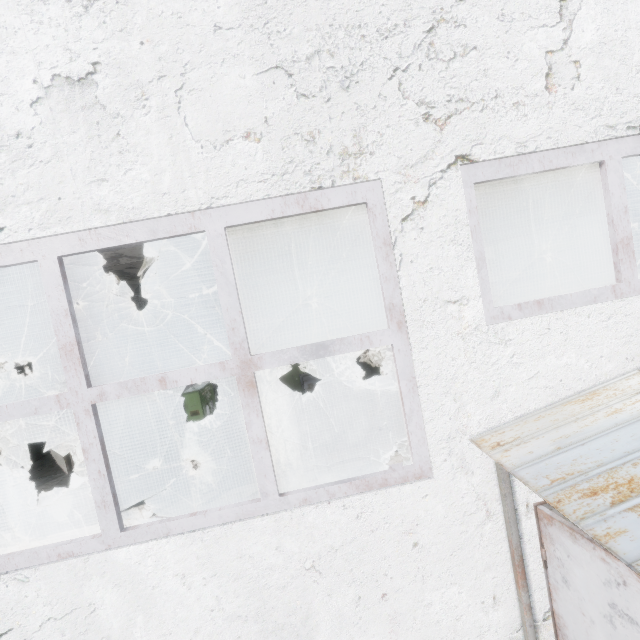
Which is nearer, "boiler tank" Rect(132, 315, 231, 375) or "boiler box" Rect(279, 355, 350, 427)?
"boiler tank" Rect(132, 315, 231, 375)

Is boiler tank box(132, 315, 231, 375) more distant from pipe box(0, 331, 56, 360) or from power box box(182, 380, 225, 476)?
pipe box(0, 331, 56, 360)

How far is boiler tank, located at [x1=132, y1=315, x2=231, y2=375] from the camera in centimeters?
970cm

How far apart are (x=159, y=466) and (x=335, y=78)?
10.04m

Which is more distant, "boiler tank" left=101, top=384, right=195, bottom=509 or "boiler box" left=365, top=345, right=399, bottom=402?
"boiler box" left=365, top=345, right=399, bottom=402

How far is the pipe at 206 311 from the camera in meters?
8.4

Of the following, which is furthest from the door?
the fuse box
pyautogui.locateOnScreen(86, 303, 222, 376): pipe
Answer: the fuse box

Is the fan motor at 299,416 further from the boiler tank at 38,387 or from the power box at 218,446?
the boiler tank at 38,387
